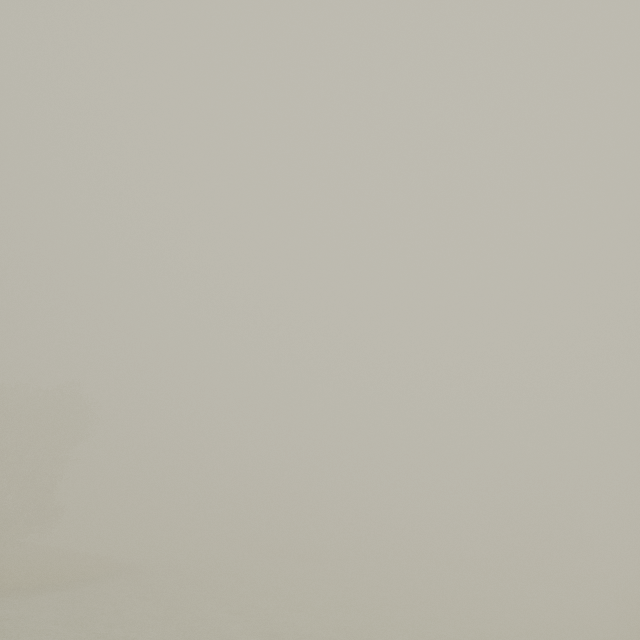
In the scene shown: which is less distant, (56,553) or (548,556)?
(56,553)
